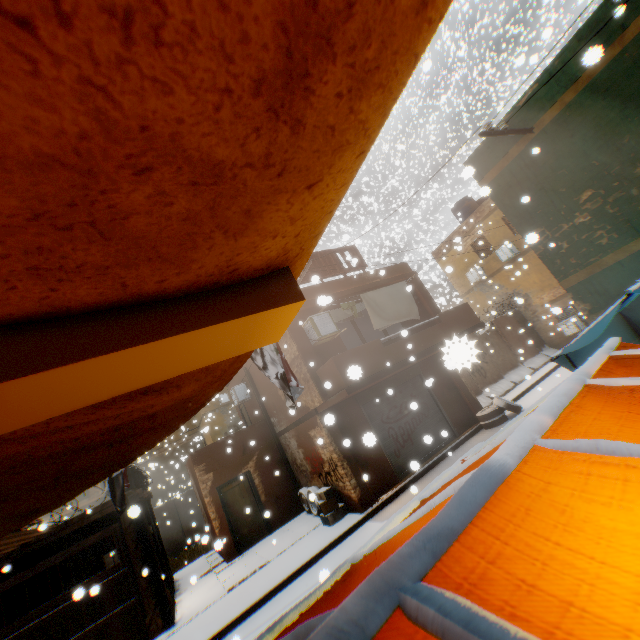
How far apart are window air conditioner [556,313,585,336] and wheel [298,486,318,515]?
15.62m

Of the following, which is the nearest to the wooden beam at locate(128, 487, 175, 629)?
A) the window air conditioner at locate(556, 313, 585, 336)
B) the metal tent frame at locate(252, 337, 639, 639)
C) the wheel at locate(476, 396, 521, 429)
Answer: the wheel at locate(476, 396, 521, 429)

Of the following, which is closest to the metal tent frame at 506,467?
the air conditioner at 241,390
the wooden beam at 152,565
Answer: the wooden beam at 152,565

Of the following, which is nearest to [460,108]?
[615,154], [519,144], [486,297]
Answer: [486,297]

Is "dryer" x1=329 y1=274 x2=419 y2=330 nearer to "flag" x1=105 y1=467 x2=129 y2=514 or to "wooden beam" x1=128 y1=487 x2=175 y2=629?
"flag" x1=105 y1=467 x2=129 y2=514

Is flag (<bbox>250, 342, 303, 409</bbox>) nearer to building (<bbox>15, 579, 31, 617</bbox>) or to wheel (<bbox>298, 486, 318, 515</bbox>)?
building (<bbox>15, 579, 31, 617</bbox>)

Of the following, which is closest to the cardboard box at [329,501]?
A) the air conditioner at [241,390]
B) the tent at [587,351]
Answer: the tent at [587,351]

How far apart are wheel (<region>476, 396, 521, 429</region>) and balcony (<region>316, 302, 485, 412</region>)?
0.66m
